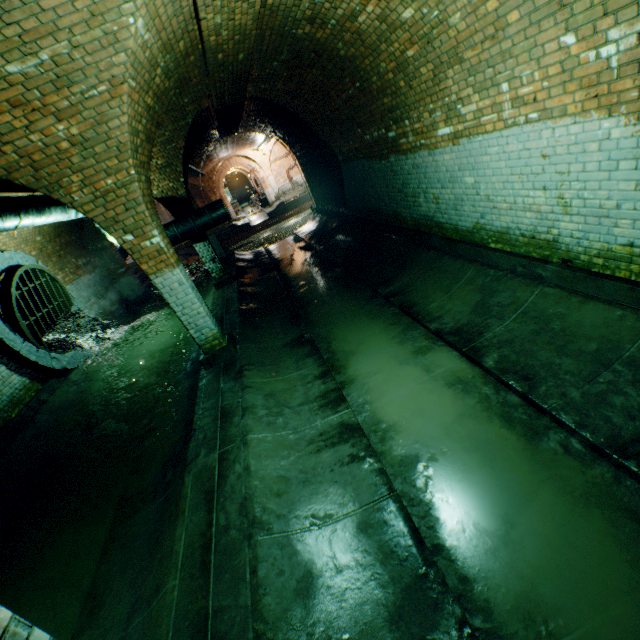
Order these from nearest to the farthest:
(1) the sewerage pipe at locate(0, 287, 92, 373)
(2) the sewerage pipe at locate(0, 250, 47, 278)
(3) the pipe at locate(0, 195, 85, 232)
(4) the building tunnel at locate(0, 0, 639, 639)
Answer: (4) the building tunnel at locate(0, 0, 639, 639) → (3) the pipe at locate(0, 195, 85, 232) → (1) the sewerage pipe at locate(0, 287, 92, 373) → (2) the sewerage pipe at locate(0, 250, 47, 278)

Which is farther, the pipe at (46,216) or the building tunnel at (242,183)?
the building tunnel at (242,183)

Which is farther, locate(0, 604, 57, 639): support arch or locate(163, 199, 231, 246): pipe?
locate(163, 199, 231, 246): pipe

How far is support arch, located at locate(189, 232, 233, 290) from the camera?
9.66m

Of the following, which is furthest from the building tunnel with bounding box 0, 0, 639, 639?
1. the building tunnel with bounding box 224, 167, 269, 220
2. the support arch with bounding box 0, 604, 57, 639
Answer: the building tunnel with bounding box 224, 167, 269, 220

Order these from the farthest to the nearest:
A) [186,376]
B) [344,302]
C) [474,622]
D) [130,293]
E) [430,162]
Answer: [130,293] < [344,302] < [186,376] < [430,162] < [474,622]

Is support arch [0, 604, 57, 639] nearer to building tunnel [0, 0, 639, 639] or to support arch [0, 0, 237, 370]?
building tunnel [0, 0, 639, 639]

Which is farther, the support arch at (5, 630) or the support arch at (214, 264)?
the support arch at (214, 264)
